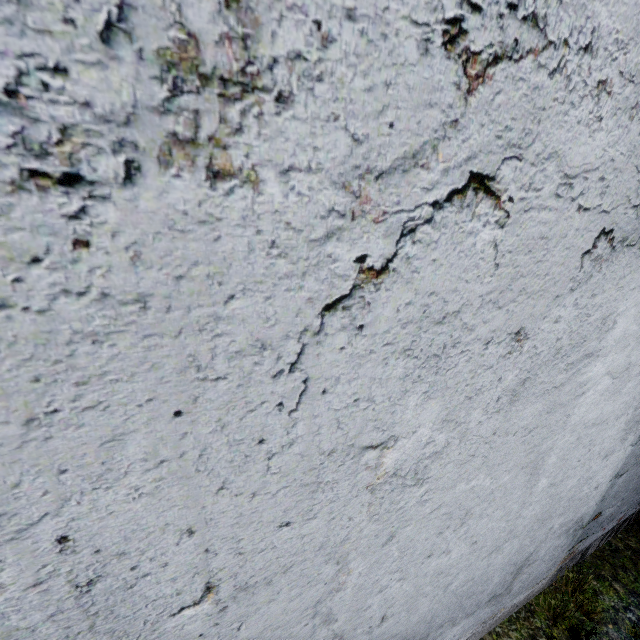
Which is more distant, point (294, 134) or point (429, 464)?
point (429, 464)
